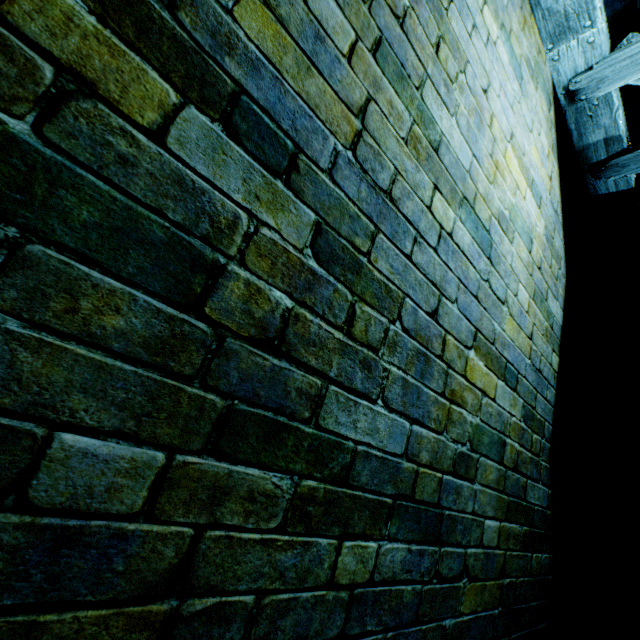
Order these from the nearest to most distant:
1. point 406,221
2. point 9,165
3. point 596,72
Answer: point 9,165, point 406,221, point 596,72
